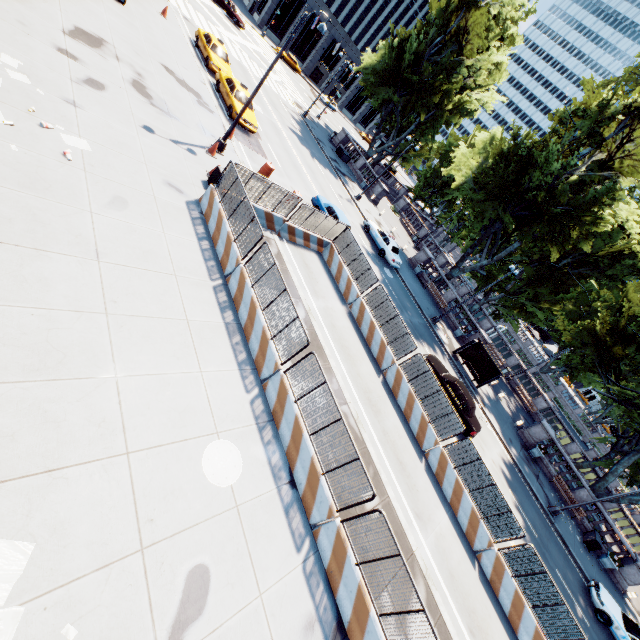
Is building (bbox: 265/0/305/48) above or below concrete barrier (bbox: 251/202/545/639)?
above

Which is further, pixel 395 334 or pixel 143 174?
pixel 395 334

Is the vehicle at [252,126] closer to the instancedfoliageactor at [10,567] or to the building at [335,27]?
the instancedfoliageactor at [10,567]

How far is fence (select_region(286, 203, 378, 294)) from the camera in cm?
1612

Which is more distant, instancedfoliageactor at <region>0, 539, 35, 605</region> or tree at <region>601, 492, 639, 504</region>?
tree at <region>601, 492, 639, 504</region>

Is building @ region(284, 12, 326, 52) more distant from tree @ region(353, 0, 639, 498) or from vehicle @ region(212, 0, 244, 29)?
tree @ region(353, 0, 639, 498)

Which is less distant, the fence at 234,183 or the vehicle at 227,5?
the fence at 234,183

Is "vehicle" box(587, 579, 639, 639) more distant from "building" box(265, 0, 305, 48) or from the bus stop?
"building" box(265, 0, 305, 48)
